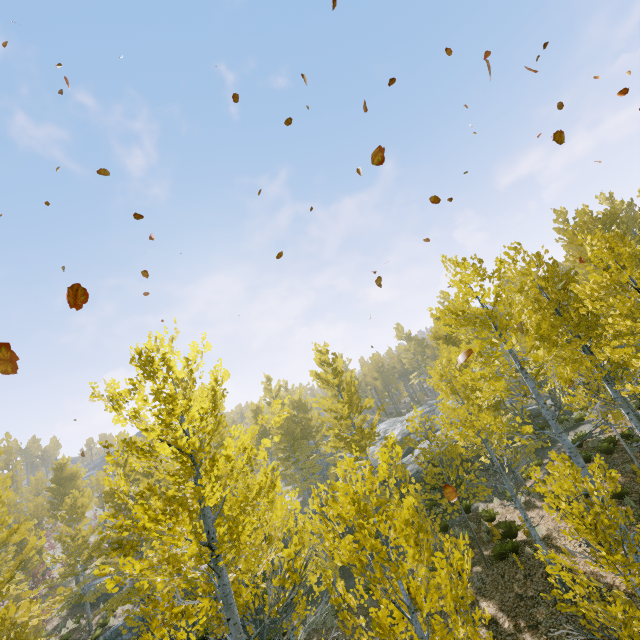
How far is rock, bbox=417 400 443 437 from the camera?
25.2 meters

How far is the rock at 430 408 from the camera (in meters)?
25.19

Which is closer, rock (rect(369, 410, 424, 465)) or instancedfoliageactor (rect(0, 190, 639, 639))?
instancedfoliageactor (rect(0, 190, 639, 639))

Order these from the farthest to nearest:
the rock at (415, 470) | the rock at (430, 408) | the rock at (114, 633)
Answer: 1. the rock at (430, 408)
2. the rock at (415, 470)
3. the rock at (114, 633)

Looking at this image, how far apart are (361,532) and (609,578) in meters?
10.7
